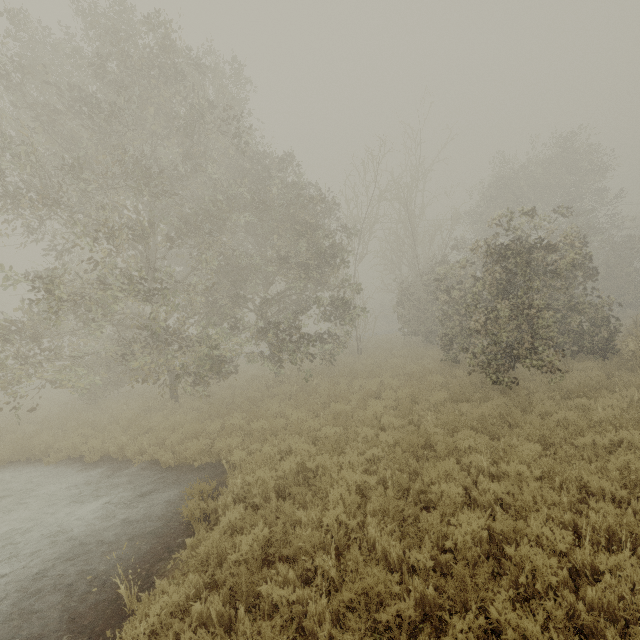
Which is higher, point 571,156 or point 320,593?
point 571,156
